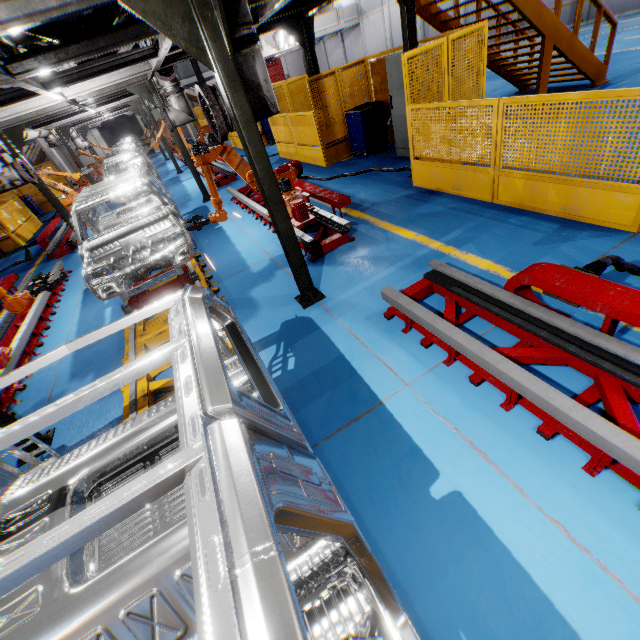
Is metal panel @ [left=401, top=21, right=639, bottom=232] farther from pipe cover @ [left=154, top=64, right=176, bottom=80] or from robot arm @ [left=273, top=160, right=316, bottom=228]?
pipe cover @ [left=154, top=64, right=176, bottom=80]

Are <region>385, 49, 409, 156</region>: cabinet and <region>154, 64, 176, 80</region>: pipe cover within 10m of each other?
yes

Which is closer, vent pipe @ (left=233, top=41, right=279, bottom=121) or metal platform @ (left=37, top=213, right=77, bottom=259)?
vent pipe @ (left=233, top=41, right=279, bottom=121)

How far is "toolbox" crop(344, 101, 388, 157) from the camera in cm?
879

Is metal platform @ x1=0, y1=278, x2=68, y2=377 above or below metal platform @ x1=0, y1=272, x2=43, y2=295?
below

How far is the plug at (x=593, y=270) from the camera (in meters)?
2.79

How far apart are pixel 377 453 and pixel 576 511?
1.3 meters

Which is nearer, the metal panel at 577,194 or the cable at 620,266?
the cable at 620,266
